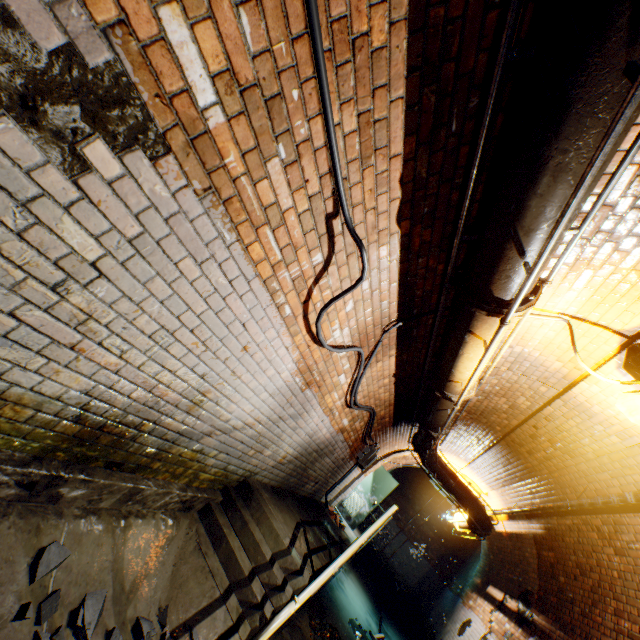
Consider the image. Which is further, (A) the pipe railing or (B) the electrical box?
(B) the electrical box

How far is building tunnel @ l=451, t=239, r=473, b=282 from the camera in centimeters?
270cm

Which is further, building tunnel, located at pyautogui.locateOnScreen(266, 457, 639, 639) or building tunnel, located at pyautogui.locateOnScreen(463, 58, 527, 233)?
building tunnel, located at pyautogui.locateOnScreen(266, 457, 639, 639)

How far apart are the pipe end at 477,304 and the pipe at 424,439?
4.0m

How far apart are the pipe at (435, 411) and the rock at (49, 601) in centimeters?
339cm

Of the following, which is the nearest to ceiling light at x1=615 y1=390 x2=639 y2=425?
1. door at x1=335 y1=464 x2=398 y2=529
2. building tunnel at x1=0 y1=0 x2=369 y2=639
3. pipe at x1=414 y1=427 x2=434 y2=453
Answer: building tunnel at x1=0 y1=0 x2=369 y2=639

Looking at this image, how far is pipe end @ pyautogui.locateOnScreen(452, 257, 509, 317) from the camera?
2.30m

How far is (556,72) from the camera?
1.22m
